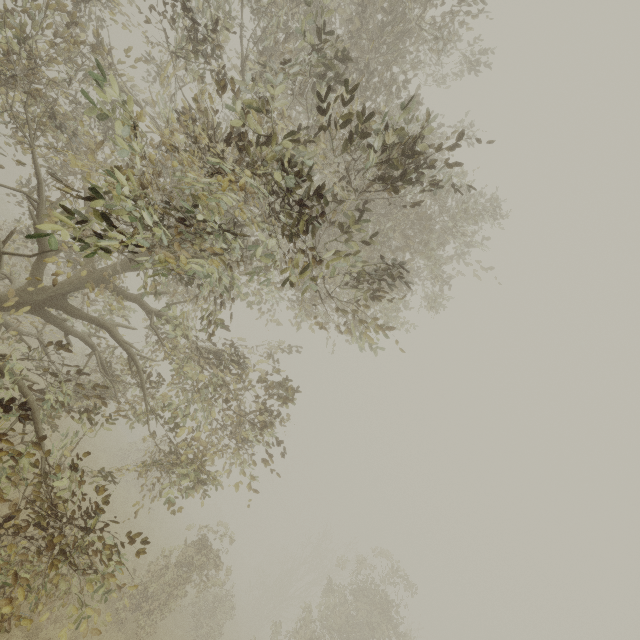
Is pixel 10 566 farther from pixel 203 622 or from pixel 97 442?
pixel 97 442
